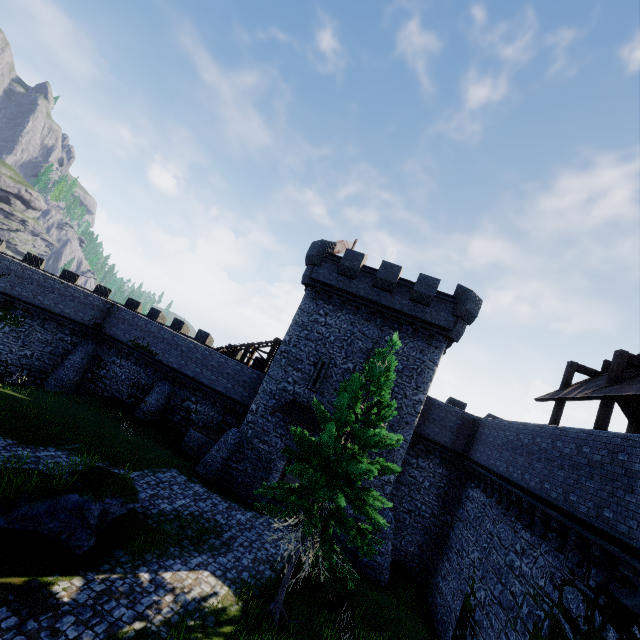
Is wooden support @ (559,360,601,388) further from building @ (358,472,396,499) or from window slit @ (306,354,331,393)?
window slit @ (306,354,331,393)

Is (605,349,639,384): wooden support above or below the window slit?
above

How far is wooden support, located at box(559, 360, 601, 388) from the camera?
14.13m

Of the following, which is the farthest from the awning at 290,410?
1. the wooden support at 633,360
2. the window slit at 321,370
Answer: the wooden support at 633,360

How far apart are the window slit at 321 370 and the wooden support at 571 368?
11.58m

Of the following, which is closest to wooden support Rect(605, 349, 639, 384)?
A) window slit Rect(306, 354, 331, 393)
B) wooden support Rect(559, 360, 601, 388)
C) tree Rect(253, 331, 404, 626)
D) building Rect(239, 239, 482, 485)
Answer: wooden support Rect(559, 360, 601, 388)

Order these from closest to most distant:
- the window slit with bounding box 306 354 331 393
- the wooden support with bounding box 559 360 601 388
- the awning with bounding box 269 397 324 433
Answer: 1. the wooden support with bounding box 559 360 601 388
2. the awning with bounding box 269 397 324 433
3. the window slit with bounding box 306 354 331 393

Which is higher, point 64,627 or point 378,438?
point 378,438
